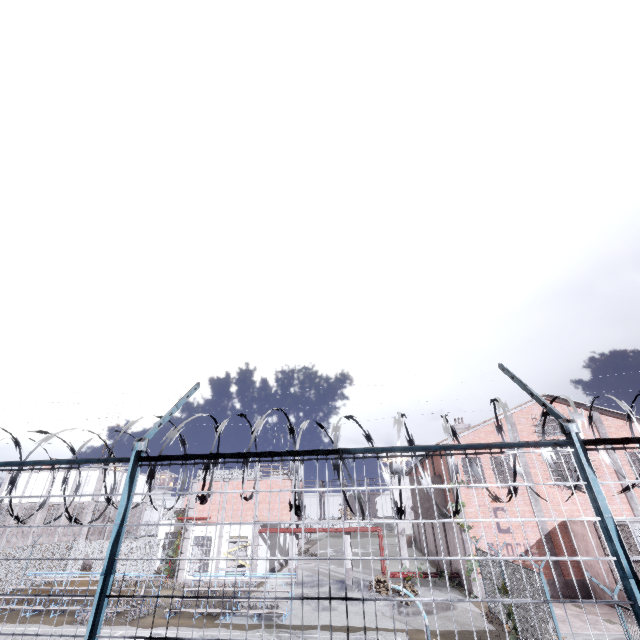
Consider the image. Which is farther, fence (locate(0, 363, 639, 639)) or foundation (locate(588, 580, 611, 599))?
foundation (locate(588, 580, 611, 599))

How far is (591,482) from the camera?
2.52m

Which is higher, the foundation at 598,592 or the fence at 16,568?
the fence at 16,568

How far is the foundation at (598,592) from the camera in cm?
1763

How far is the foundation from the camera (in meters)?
17.63

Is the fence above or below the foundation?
above
